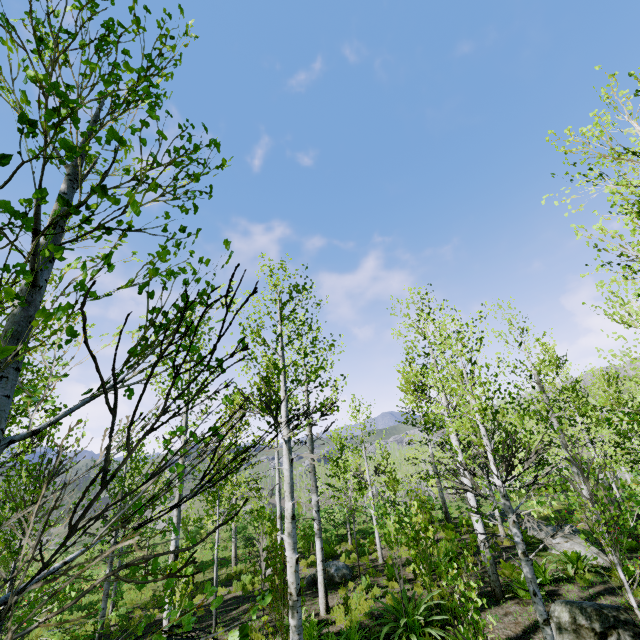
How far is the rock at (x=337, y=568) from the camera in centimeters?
1248cm

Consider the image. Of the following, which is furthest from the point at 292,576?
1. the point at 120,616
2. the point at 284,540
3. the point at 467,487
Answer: the point at 120,616

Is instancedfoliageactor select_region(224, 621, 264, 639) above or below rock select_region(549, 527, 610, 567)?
above

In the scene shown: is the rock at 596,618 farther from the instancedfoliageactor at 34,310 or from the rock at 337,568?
the rock at 337,568

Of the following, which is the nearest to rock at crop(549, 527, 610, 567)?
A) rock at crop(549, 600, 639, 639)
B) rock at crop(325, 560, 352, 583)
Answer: rock at crop(549, 600, 639, 639)

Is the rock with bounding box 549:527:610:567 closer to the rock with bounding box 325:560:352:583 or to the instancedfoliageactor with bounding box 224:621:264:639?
the instancedfoliageactor with bounding box 224:621:264:639

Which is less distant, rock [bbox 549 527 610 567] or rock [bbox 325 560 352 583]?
rock [bbox 549 527 610 567]

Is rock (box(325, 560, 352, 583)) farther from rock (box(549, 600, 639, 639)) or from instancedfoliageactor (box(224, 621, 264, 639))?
rock (box(549, 600, 639, 639))
